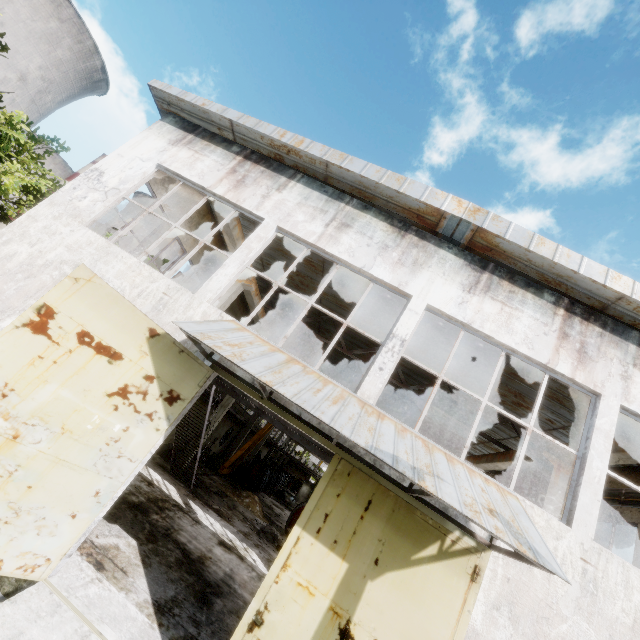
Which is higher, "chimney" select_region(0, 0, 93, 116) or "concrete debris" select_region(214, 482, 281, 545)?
Result: "chimney" select_region(0, 0, 93, 116)

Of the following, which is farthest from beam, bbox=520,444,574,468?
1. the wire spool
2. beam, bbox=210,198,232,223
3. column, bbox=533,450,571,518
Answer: beam, bbox=210,198,232,223

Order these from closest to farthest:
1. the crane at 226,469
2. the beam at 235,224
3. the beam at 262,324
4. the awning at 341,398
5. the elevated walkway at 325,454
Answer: the awning at 341,398 → the elevated walkway at 325,454 → the beam at 235,224 → the beam at 262,324 → the crane at 226,469

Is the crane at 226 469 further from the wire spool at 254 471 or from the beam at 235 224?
the beam at 235 224

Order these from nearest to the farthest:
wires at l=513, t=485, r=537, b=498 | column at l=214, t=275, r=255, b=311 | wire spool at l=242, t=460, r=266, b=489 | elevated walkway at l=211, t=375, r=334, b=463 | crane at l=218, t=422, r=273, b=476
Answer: elevated walkway at l=211, t=375, r=334, b=463 < column at l=214, t=275, r=255, b=311 < wires at l=513, t=485, r=537, b=498 < crane at l=218, t=422, r=273, b=476 < wire spool at l=242, t=460, r=266, b=489

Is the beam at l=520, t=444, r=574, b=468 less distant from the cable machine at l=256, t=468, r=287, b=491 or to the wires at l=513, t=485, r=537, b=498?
the wires at l=513, t=485, r=537, b=498

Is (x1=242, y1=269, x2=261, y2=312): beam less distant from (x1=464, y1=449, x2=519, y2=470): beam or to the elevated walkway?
the elevated walkway

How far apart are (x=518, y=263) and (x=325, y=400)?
5.78m
